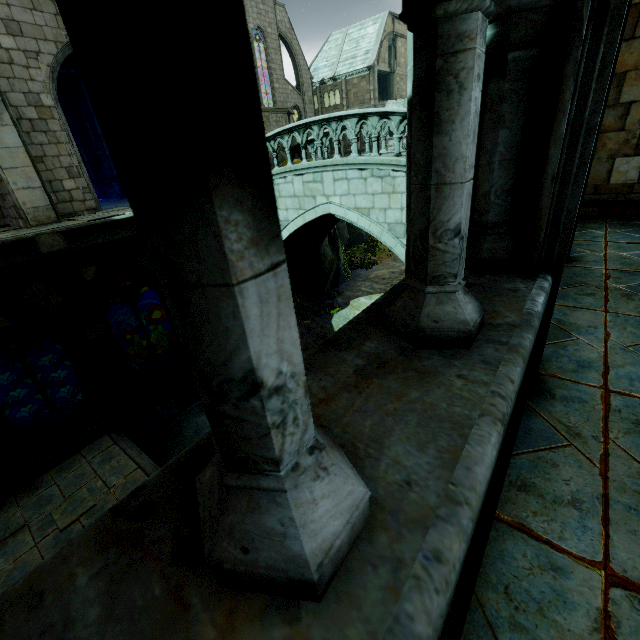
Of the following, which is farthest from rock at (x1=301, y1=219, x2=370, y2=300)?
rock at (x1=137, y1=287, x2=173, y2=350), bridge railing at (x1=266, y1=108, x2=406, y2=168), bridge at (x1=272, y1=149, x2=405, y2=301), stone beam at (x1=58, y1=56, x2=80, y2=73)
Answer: stone beam at (x1=58, y1=56, x2=80, y2=73)

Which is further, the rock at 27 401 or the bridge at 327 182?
the rock at 27 401

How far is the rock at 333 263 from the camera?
16.2m

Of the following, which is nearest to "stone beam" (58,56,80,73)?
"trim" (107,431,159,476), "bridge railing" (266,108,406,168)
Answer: "bridge railing" (266,108,406,168)

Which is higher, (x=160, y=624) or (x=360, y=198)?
(x=160, y=624)

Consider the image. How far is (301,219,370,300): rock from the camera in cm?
1616

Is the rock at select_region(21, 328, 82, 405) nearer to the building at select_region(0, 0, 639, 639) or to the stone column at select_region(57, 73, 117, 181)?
the building at select_region(0, 0, 639, 639)

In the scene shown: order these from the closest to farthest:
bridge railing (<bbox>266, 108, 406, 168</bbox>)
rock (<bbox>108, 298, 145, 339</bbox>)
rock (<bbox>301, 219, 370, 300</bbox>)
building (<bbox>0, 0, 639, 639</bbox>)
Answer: building (<bbox>0, 0, 639, 639</bbox>) < bridge railing (<bbox>266, 108, 406, 168</bbox>) < rock (<bbox>301, 219, 370, 300</bbox>) < rock (<bbox>108, 298, 145, 339</bbox>)
